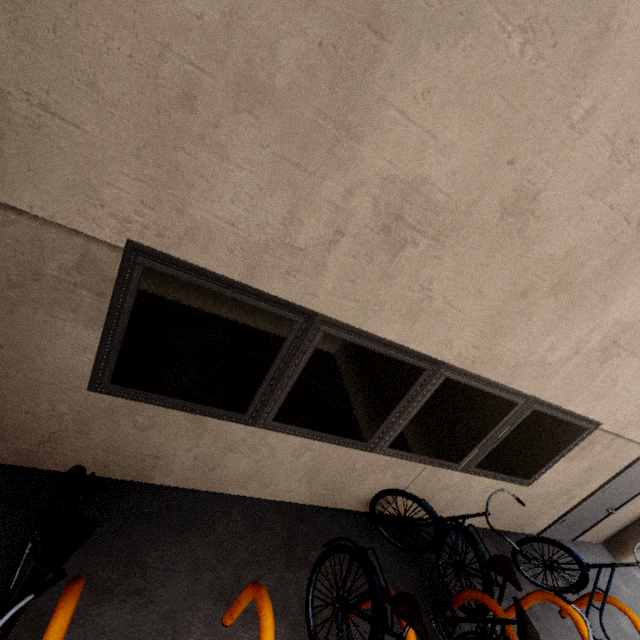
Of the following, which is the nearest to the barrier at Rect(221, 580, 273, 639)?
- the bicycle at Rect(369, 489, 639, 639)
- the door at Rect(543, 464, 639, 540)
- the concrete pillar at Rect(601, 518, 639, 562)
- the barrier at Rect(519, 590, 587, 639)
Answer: the bicycle at Rect(369, 489, 639, 639)

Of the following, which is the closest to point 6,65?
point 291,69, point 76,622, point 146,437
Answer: point 291,69

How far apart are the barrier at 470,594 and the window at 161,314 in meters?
1.0 m

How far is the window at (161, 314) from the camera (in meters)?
1.99

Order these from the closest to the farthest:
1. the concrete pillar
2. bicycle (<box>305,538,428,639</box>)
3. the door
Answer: bicycle (<box>305,538,428,639</box>)
the door
the concrete pillar

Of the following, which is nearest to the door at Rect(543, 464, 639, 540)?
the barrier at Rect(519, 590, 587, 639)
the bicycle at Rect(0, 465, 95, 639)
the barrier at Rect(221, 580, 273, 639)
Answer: the barrier at Rect(519, 590, 587, 639)

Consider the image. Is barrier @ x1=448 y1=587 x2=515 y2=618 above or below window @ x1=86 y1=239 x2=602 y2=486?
below

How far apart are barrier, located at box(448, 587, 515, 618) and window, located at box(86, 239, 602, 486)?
1.03m
